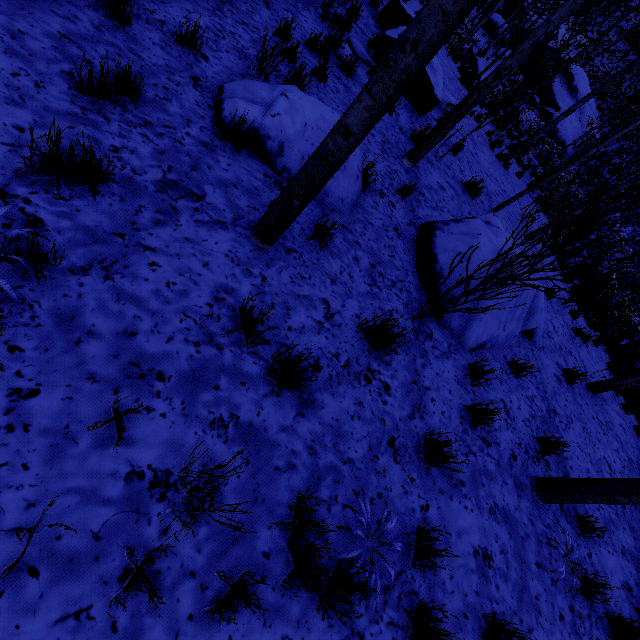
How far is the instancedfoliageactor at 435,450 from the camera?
2.8m

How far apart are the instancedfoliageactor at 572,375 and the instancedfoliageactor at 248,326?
6.34m

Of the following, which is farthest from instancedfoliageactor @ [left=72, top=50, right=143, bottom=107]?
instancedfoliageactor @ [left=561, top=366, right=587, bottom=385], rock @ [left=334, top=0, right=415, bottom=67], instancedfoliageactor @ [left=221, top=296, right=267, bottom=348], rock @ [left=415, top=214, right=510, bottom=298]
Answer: instancedfoliageactor @ [left=561, top=366, right=587, bottom=385]

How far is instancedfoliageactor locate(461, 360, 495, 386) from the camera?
3.89m

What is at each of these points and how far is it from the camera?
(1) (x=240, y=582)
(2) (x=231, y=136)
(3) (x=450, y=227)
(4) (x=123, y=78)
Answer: (1) instancedfoliageactor, 1.8 meters
(2) instancedfoliageactor, 3.2 meters
(3) rock, 4.8 meters
(4) instancedfoliageactor, 2.7 meters

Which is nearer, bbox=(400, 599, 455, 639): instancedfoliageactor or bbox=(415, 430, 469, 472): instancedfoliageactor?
bbox=(400, 599, 455, 639): instancedfoliageactor

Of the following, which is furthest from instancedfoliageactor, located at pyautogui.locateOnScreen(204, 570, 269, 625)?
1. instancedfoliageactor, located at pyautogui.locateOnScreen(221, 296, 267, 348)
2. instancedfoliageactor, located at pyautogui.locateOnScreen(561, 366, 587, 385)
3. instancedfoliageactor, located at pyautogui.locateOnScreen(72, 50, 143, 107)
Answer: instancedfoliageactor, located at pyautogui.locateOnScreen(561, 366, 587, 385)

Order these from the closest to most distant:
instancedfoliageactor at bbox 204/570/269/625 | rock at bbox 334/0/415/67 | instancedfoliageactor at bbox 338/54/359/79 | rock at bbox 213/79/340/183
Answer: instancedfoliageactor at bbox 204/570/269/625, rock at bbox 213/79/340/183, instancedfoliageactor at bbox 338/54/359/79, rock at bbox 334/0/415/67
